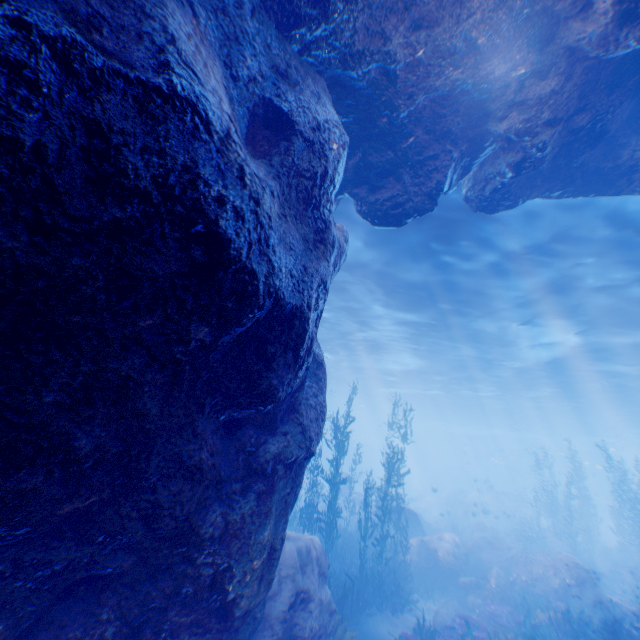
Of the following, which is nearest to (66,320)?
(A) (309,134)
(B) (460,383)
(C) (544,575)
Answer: (A) (309,134)

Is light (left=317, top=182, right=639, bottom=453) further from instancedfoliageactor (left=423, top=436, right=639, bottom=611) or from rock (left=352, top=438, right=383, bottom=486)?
instancedfoliageactor (left=423, top=436, right=639, bottom=611)

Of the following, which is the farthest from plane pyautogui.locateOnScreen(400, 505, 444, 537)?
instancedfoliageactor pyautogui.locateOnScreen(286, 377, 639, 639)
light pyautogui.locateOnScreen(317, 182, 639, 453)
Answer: light pyautogui.locateOnScreen(317, 182, 639, 453)

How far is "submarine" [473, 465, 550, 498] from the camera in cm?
5019

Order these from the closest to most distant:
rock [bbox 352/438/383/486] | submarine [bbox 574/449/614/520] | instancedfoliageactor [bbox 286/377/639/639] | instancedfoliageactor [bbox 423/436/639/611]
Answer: instancedfoliageactor [bbox 286/377/639/639]
instancedfoliageactor [bbox 423/436/639/611]
submarine [bbox 574/449/614/520]
rock [bbox 352/438/383/486]

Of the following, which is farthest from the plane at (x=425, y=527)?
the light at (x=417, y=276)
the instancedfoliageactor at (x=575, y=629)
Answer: the light at (x=417, y=276)

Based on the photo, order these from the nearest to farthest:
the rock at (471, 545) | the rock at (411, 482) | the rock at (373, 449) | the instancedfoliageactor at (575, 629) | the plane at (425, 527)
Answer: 1. the instancedfoliageactor at (575, 629)
2. the rock at (471, 545)
3. the plane at (425, 527)
4. the rock at (373, 449)
5. the rock at (411, 482)
